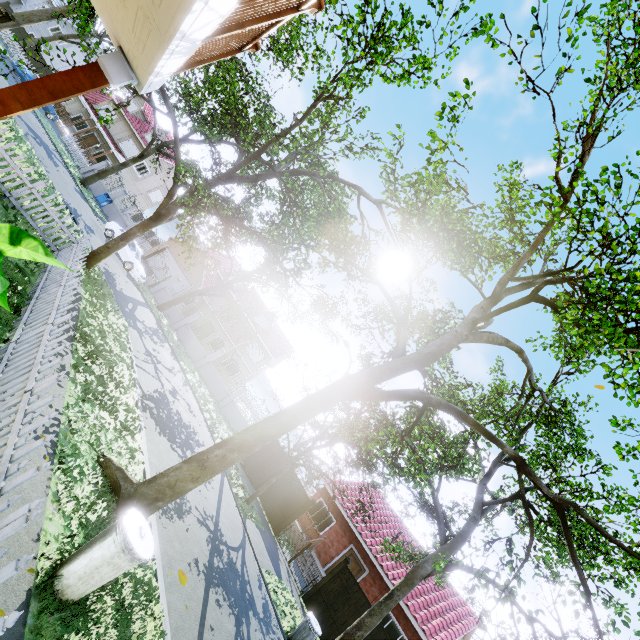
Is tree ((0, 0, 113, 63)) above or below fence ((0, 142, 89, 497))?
above

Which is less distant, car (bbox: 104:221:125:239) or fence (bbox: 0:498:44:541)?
fence (bbox: 0:498:44:541)

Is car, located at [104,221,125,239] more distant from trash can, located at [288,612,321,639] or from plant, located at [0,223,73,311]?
plant, located at [0,223,73,311]

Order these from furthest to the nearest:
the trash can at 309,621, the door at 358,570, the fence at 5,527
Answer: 1. the door at 358,570
2. the trash can at 309,621
3. the fence at 5,527

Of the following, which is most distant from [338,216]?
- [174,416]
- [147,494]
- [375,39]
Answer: [147,494]

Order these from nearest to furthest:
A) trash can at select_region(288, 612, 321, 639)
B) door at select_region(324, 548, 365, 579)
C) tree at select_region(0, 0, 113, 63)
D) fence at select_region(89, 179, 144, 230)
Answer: tree at select_region(0, 0, 113, 63) → trash can at select_region(288, 612, 321, 639) → door at select_region(324, 548, 365, 579) → fence at select_region(89, 179, 144, 230)

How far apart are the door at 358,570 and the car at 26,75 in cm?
4153

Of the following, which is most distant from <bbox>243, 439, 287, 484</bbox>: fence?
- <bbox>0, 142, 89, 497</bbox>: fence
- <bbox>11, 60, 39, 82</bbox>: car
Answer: <bbox>11, 60, 39, 82</bbox>: car
